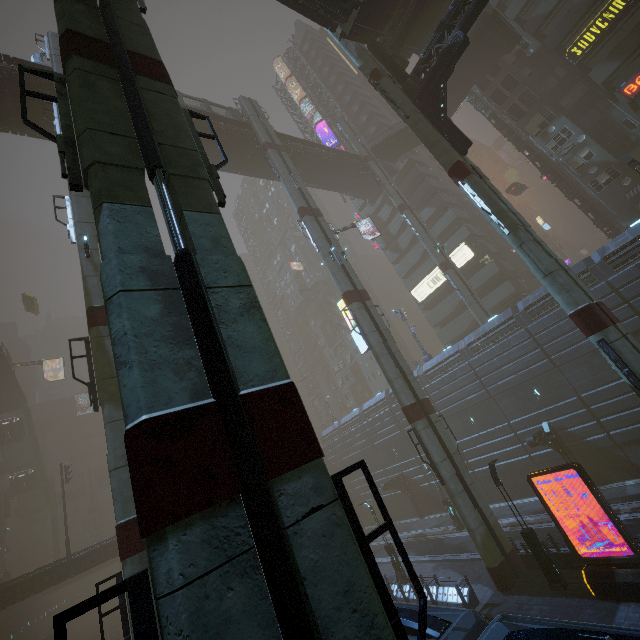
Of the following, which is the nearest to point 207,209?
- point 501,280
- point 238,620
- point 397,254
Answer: point 238,620

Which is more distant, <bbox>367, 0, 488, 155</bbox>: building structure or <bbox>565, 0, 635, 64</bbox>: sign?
<bbox>565, 0, 635, 64</bbox>: sign

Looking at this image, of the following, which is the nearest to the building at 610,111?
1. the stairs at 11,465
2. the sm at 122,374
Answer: the sm at 122,374

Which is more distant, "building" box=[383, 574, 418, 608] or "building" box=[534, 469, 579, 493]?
"building" box=[534, 469, 579, 493]

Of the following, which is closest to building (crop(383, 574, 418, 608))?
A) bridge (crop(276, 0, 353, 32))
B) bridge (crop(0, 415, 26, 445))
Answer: bridge (crop(276, 0, 353, 32))

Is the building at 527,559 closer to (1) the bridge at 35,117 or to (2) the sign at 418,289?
(2) the sign at 418,289

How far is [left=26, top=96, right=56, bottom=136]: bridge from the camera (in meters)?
24.50

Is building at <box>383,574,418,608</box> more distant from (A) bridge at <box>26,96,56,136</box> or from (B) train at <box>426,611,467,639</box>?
(A) bridge at <box>26,96,56,136</box>
